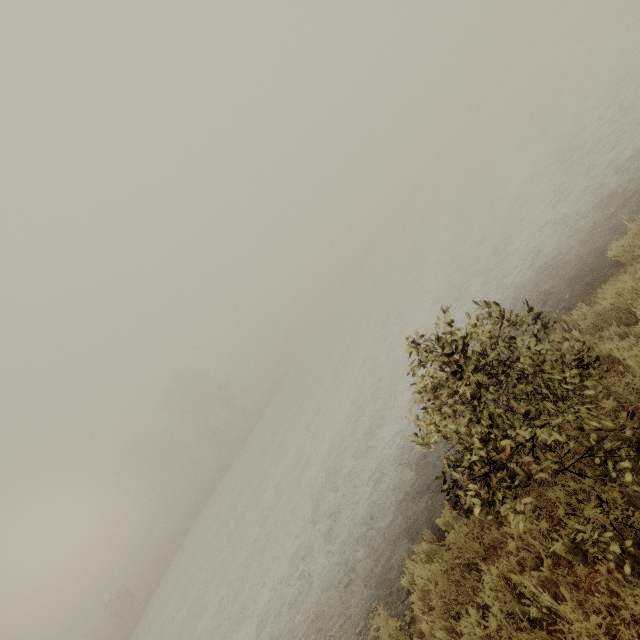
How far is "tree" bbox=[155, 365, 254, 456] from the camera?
49.5 meters

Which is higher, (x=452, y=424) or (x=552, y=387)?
(x=452, y=424)

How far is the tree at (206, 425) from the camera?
49.50m
